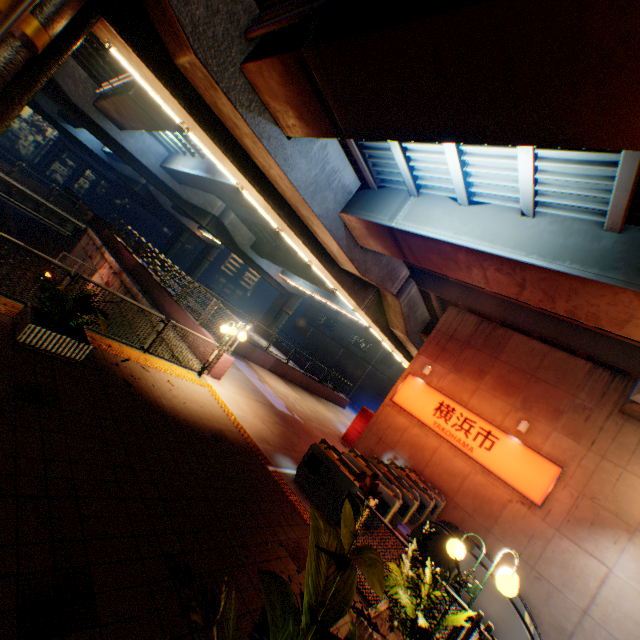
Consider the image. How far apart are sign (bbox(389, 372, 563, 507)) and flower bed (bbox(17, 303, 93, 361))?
12.6m

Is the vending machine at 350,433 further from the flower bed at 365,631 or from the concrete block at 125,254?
the flower bed at 365,631

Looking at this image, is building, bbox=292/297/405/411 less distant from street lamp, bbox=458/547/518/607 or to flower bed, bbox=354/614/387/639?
street lamp, bbox=458/547/518/607

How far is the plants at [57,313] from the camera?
5.79m

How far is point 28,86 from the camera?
6.89m

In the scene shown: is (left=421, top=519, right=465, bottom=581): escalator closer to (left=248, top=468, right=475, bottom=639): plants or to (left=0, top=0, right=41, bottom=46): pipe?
(left=248, top=468, right=475, bottom=639): plants

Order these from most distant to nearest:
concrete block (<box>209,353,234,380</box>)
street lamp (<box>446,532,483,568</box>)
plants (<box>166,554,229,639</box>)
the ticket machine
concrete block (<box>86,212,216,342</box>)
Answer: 1. concrete block (<box>86,212,216,342</box>)
2. concrete block (<box>209,353,234,380</box>)
3. the ticket machine
4. street lamp (<box>446,532,483,568</box>)
5. plants (<box>166,554,229,639</box>)

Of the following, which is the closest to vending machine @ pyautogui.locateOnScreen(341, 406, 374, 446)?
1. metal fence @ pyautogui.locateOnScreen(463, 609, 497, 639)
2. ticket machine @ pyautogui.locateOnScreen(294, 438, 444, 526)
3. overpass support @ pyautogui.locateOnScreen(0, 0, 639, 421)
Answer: overpass support @ pyautogui.locateOnScreen(0, 0, 639, 421)
